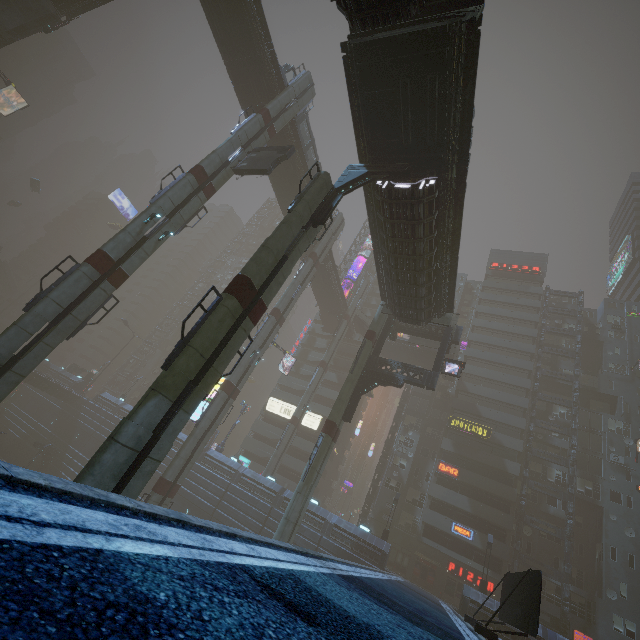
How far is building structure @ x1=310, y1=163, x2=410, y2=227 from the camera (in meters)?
15.98

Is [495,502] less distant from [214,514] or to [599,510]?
[599,510]

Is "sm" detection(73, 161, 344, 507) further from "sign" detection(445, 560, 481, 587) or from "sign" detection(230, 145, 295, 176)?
"sign" detection(445, 560, 481, 587)

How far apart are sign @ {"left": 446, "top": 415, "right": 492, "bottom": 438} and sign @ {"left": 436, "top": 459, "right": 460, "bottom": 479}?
4.28m

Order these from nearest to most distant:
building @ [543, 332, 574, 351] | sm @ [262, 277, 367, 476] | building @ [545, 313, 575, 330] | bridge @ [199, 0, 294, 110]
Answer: bridge @ [199, 0, 294, 110], sm @ [262, 277, 367, 476], building @ [543, 332, 574, 351], building @ [545, 313, 575, 330]

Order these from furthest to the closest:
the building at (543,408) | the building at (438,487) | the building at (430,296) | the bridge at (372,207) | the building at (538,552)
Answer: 1. the building at (543,408)
2. the building at (538,552)
3. the building at (438,487)
4. the bridge at (372,207)
5. the building at (430,296)

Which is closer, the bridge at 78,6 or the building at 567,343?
the bridge at 78,6

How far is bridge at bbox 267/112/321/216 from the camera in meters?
32.6
